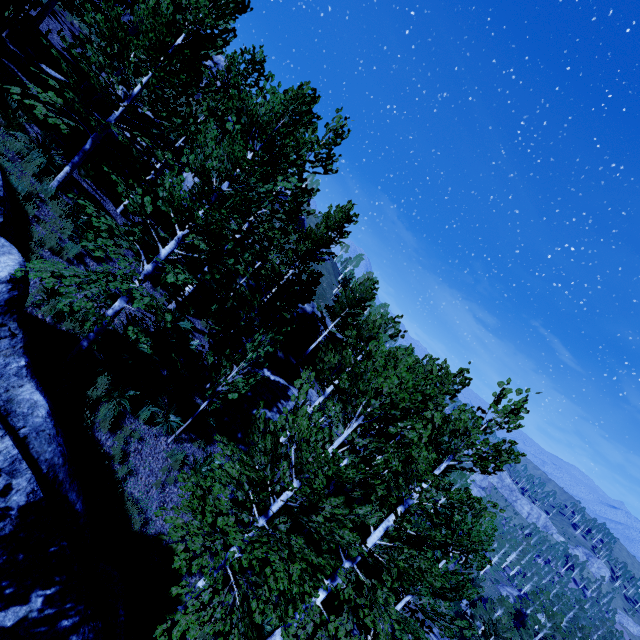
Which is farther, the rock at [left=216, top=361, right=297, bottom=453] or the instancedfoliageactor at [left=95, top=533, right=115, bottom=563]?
the rock at [left=216, top=361, right=297, bottom=453]

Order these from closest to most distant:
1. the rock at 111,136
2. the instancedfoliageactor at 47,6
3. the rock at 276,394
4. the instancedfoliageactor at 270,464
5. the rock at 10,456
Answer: the rock at 10,456
the instancedfoliageactor at 270,464
the instancedfoliageactor at 47,6
the rock at 276,394
the rock at 111,136

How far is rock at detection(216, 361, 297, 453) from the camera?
13.4m

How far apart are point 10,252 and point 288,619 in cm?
1055

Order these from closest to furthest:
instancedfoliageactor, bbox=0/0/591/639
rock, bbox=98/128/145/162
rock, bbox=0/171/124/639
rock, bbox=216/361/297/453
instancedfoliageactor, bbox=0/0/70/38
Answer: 1. rock, bbox=0/171/124/639
2. instancedfoliageactor, bbox=0/0/591/639
3. instancedfoliageactor, bbox=0/0/70/38
4. rock, bbox=216/361/297/453
5. rock, bbox=98/128/145/162

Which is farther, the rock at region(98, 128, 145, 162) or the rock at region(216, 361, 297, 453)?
the rock at region(98, 128, 145, 162)

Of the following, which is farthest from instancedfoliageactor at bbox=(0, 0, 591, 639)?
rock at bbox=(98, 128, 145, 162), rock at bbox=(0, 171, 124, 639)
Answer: rock at bbox=(98, 128, 145, 162)

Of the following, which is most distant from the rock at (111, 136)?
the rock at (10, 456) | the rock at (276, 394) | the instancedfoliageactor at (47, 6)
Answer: the rock at (10, 456)
